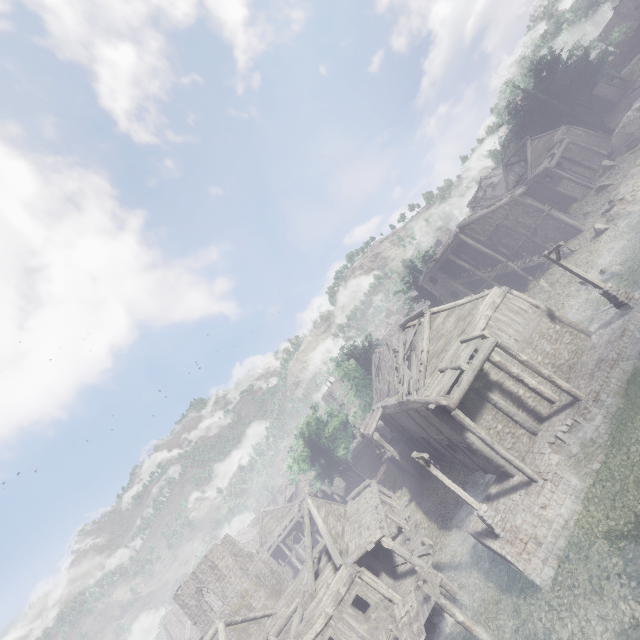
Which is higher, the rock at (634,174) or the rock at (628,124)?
the rock at (628,124)

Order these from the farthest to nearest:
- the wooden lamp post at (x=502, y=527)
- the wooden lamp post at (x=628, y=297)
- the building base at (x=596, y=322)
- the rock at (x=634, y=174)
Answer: the rock at (x=634, y=174) < the wooden lamp post at (x=628, y=297) < the wooden lamp post at (x=502, y=527) < the building base at (x=596, y=322)

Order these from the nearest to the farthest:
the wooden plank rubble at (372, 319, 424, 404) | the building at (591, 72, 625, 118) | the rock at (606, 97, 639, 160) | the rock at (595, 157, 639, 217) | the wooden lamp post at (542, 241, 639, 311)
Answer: the wooden lamp post at (542, 241, 639, 311)
the wooden plank rubble at (372, 319, 424, 404)
the rock at (595, 157, 639, 217)
the rock at (606, 97, 639, 160)
the building at (591, 72, 625, 118)

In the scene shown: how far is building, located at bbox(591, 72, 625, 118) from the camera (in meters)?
44.47

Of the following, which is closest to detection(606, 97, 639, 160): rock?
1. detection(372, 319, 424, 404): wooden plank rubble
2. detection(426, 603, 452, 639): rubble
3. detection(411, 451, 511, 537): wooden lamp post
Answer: detection(372, 319, 424, 404): wooden plank rubble

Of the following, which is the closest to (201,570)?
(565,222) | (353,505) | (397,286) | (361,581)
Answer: (353,505)

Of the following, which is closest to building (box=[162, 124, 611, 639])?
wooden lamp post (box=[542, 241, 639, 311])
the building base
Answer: the building base

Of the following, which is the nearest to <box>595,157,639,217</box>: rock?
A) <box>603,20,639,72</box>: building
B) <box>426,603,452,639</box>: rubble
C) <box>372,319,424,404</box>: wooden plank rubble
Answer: <box>603,20,639,72</box>: building
